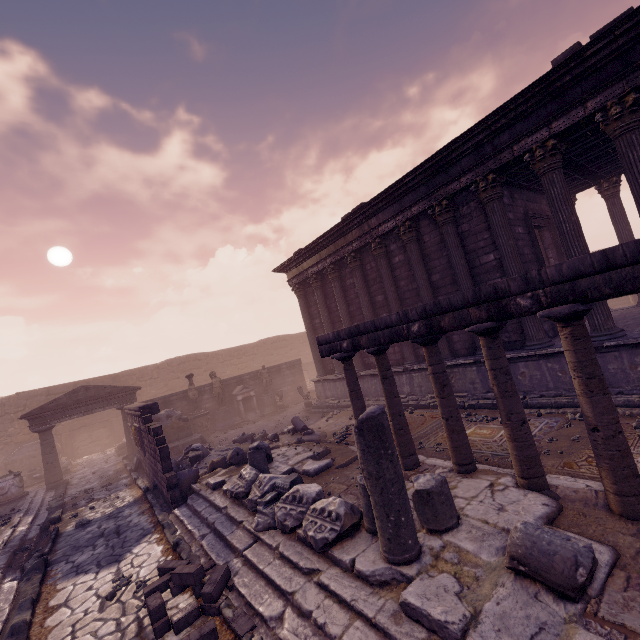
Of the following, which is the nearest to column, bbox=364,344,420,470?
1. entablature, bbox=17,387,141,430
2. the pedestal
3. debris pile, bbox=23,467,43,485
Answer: the pedestal

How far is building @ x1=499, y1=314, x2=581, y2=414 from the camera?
8.01m

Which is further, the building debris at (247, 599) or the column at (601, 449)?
the column at (601, 449)

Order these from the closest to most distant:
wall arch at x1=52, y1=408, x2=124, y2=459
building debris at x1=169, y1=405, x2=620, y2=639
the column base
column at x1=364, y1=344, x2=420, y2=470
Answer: building debris at x1=169, y1=405, x2=620, y2=639 < column at x1=364, y1=344, x2=420, y2=470 < the column base < wall arch at x1=52, y1=408, x2=124, y2=459

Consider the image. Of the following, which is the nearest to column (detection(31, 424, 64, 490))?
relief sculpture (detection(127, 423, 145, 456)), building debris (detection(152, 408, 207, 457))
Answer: building debris (detection(152, 408, 207, 457))

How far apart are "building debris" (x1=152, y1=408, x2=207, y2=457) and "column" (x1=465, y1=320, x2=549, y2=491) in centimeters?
1347cm

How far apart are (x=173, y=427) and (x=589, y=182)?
19.85m

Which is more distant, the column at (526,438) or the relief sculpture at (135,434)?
the relief sculpture at (135,434)
